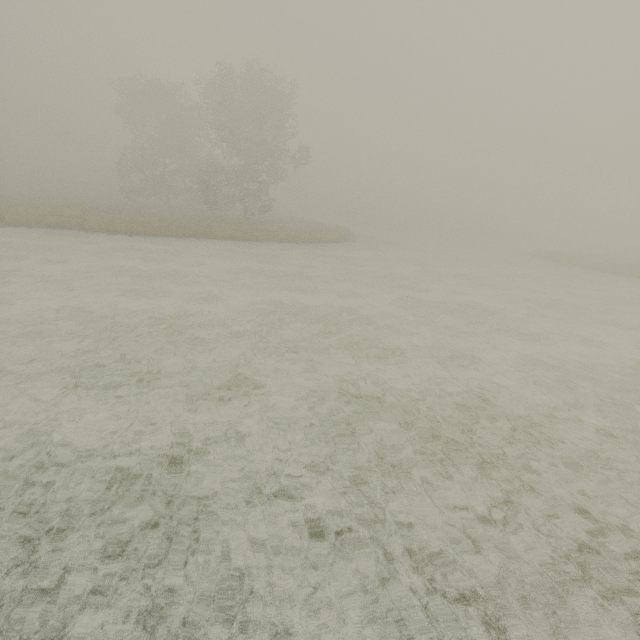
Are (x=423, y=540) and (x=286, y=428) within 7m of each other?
yes
